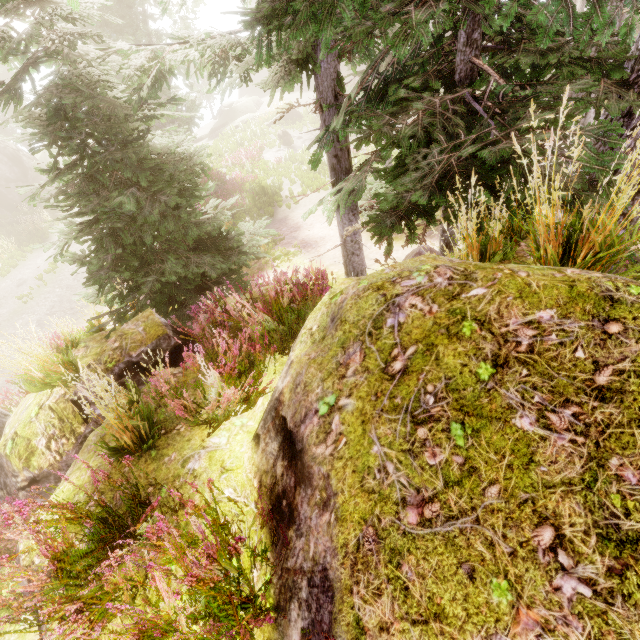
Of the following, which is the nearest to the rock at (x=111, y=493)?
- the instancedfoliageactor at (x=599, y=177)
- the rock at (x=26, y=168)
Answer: the instancedfoliageactor at (x=599, y=177)

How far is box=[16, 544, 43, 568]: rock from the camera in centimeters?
283cm

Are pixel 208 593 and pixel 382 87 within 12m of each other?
yes

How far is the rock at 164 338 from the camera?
5.19m

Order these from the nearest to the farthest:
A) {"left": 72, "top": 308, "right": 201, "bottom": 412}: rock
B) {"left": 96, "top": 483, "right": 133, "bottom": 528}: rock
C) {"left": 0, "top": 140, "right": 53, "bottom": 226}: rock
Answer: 1. {"left": 96, "top": 483, "right": 133, "bottom": 528}: rock
2. {"left": 72, "top": 308, "right": 201, "bottom": 412}: rock
3. {"left": 0, "top": 140, "right": 53, "bottom": 226}: rock

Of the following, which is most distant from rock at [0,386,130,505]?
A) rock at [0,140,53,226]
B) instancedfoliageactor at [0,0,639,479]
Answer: rock at [0,140,53,226]
